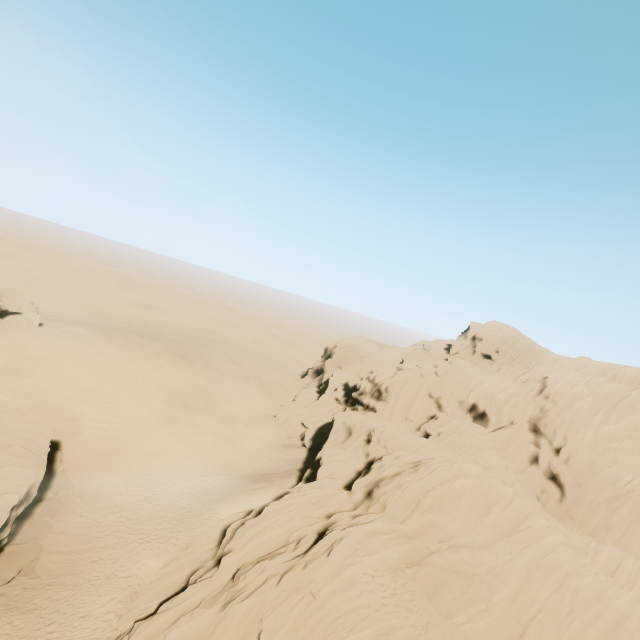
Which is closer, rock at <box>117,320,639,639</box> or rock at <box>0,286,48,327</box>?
rock at <box>117,320,639,639</box>

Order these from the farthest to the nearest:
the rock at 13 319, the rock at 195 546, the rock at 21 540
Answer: the rock at 13 319 → the rock at 21 540 → the rock at 195 546

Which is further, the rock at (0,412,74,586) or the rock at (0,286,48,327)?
the rock at (0,286,48,327)

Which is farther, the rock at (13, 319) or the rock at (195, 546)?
the rock at (13, 319)

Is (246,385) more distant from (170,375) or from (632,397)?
(632,397)

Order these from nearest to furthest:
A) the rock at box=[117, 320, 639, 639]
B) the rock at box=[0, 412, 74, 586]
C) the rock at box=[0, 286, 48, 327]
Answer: the rock at box=[117, 320, 639, 639] < the rock at box=[0, 412, 74, 586] < the rock at box=[0, 286, 48, 327]
